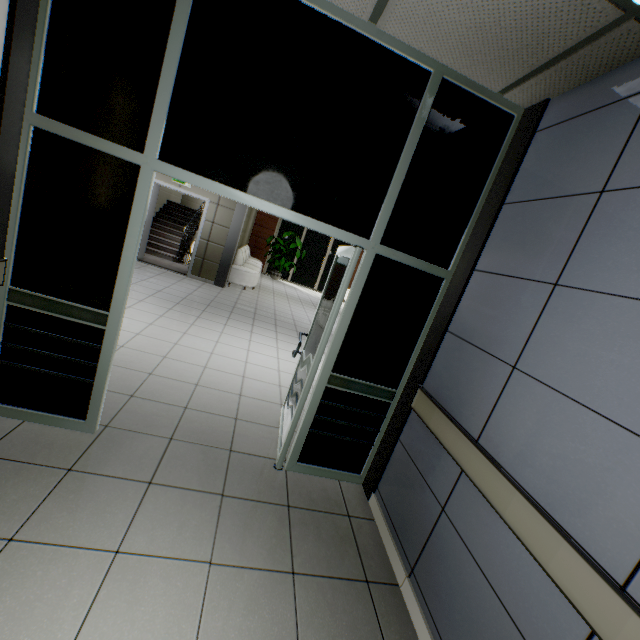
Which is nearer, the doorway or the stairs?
the doorway

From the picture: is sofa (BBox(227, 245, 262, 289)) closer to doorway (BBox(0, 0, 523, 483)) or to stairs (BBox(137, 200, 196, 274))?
stairs (BBox(137, 200, 196, 274))

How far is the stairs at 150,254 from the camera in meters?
9.5

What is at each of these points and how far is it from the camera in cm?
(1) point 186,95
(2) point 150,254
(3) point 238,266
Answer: (1) doorway, 200
(2) stairs, 1009
(3) sofa, 962

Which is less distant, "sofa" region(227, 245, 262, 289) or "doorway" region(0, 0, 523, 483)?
"doorway" region(0, 0, 523, 483)

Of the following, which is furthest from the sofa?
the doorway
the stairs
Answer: the doorway

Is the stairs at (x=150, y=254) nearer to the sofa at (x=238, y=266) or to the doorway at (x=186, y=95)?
the sofa at (x=238, y=266)
